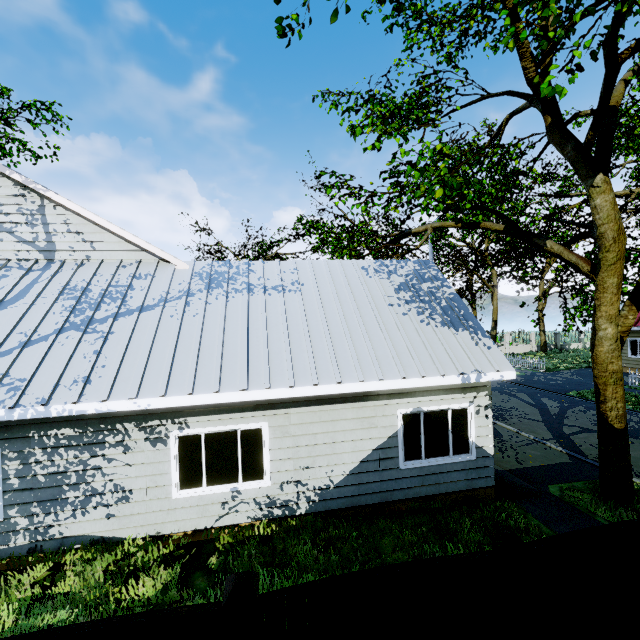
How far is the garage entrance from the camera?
8.0m

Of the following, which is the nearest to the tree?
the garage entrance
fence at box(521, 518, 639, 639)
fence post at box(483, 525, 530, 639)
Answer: fence at box(521, 518, 639, 639)

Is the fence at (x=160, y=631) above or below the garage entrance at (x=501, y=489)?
above

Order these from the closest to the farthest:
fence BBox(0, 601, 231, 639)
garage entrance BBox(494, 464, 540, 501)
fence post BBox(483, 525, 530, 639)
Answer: fence BBox(0, 601, 231, 639), fence post BBox(483, 525, 530, 639), garage entrance BBox(494, 464, 540, 501)

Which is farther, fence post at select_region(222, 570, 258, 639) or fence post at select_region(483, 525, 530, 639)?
fence post at select_region(483, 525, 530, 639)

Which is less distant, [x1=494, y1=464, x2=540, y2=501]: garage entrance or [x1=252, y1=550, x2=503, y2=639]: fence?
[x1=252, y1=550, x2=503, y2=639]: fence

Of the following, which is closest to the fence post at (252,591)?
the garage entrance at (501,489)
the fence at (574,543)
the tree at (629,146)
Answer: the fence at (574,543)

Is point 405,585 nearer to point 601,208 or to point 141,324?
point 141,324
